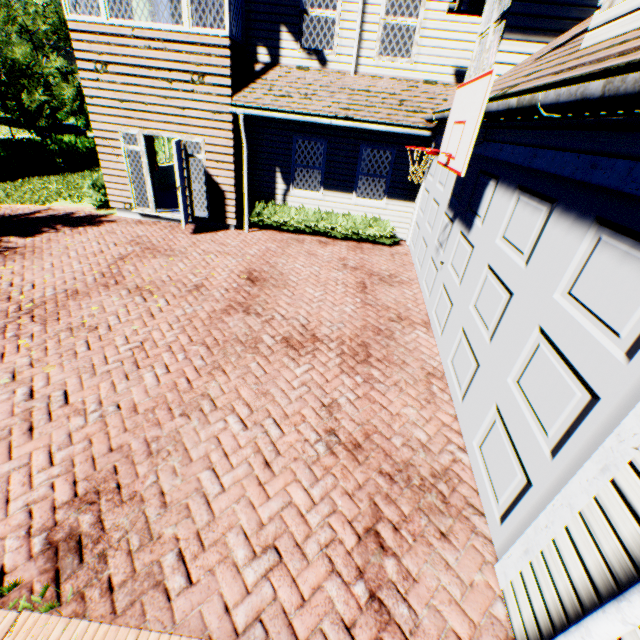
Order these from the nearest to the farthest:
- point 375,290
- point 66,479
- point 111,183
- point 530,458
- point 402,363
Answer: point 530,458, point 66,479, point 402,363, point 375,290, point 111,183

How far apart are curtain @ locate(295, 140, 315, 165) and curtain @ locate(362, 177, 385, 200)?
1.7m

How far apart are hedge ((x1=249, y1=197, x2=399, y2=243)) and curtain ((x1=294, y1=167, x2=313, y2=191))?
0.58m

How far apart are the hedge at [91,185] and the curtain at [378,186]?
8.3 meters

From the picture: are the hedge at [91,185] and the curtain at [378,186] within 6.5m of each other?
no

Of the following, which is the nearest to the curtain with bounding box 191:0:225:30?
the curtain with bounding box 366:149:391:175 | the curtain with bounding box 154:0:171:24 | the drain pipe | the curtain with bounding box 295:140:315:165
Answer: the curtain with bounding box 295:140:315:165

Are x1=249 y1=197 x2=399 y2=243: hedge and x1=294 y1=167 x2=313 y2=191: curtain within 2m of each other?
yes

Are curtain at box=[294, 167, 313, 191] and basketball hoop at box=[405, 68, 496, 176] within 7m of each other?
yes
